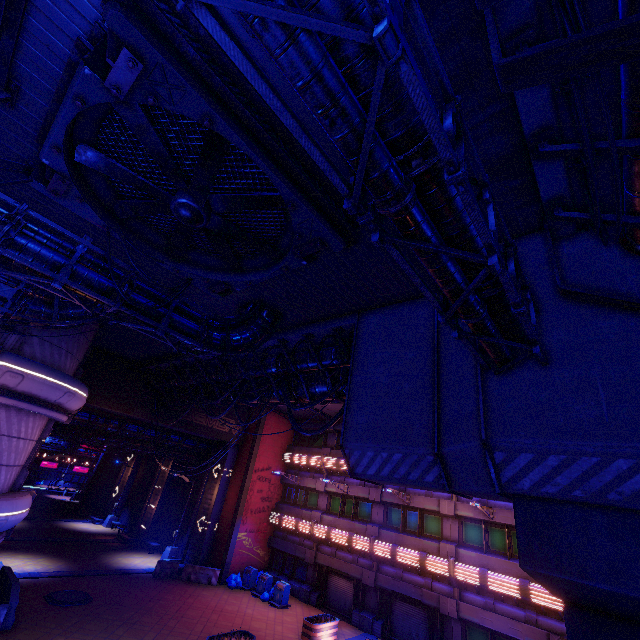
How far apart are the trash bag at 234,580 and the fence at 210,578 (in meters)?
0.54

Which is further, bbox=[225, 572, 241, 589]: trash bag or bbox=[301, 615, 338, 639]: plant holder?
bbox=[225, 572, 241, 589]: trash bag

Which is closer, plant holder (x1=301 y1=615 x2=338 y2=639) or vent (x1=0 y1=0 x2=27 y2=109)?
vent (x1=0 y1=0 x2=27 y2=109)

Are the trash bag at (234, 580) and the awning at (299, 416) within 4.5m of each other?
no

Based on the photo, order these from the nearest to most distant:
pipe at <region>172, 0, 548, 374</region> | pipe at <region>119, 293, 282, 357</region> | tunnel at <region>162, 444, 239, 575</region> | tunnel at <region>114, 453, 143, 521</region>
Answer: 1. pipe at <region>172, 0, 548, 374</region>
2. pipe at <region>119, 293, 282, 357</region>
3. tunnel at <region>162, 444, 239, 575</region>
4. tunnel at <region>114, 453, 143, 521</region>

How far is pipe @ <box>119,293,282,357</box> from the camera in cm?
900

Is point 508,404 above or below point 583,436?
above

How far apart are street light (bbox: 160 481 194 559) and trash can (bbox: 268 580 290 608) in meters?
9.0 m
